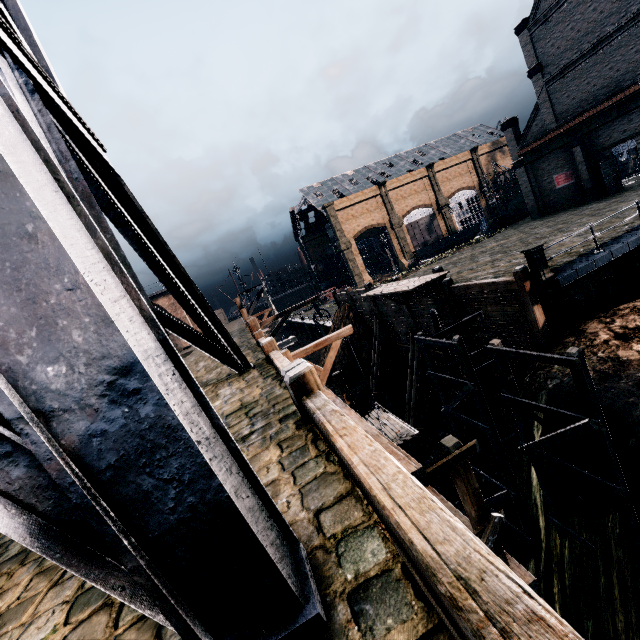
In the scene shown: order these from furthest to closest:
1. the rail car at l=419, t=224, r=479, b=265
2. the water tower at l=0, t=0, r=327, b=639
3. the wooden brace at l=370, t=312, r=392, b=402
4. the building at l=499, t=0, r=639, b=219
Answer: the rail car at l=419, t=224, r=479, b=265
the wooden brace at l=370, t=312, r=392, b=402
the building at l=499, t=0, r=639, b=219
the water tower at l=0, t=0, r=327, b=639

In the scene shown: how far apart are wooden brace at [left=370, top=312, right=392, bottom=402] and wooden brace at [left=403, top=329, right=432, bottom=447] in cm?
438

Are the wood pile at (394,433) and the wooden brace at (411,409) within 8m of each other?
no

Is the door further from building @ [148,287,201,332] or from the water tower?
building @ [148,287,201,332]

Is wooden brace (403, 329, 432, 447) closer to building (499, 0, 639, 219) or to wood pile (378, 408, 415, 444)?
wood pile (378, 408, 415, 444)

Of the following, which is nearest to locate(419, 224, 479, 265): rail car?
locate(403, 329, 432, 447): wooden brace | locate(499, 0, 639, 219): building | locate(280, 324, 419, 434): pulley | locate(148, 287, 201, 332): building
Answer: locate(499, 0, 639, 219): building

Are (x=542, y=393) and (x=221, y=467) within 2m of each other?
no

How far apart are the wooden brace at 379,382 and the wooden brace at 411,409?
4.4m
